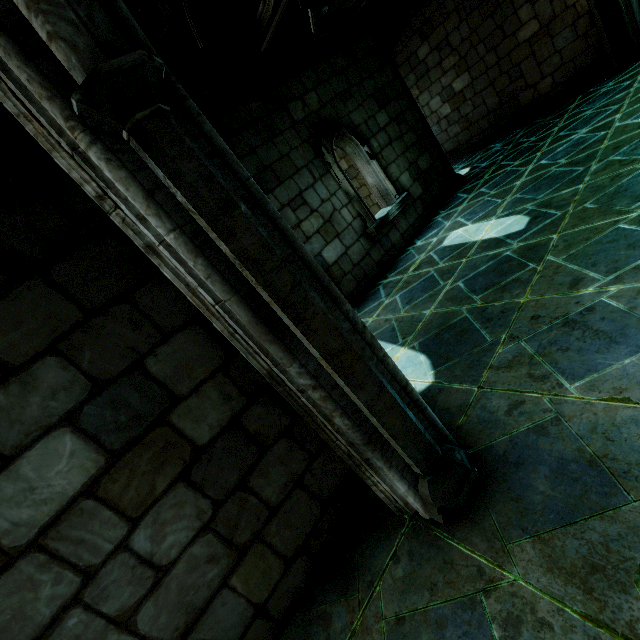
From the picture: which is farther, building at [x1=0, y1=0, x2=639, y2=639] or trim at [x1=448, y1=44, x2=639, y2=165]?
trim at [x1=448, y1=44, x2=639, y2=165]

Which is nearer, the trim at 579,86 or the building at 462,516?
the building at 462,516

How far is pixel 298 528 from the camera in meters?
2.4 m
